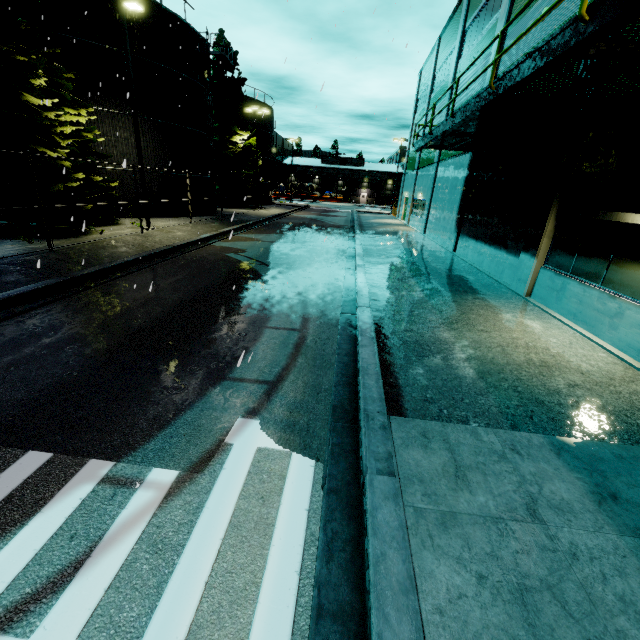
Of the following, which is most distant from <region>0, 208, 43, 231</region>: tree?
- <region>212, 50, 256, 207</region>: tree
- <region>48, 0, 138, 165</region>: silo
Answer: <region>212, 50, 256, 207</region>: tree

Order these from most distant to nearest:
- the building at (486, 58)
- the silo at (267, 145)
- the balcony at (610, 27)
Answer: the silo at (267, 145) < the building at (486, 58) < the balcony at (610, 27)

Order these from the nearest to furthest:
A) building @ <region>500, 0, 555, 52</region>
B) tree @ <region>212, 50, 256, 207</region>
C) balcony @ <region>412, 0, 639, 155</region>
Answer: balcony @ <region>412, 0, 639, 155</region> → building @ <region>500, 0, 555, 52</region> → tree @ <region>212, 50, 256, 207</region>

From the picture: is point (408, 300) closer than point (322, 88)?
No

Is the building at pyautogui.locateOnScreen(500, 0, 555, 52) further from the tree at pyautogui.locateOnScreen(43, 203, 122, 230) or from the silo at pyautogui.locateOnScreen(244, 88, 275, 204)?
the tree at pyautogui.locateOnScreen(43, 203, 122, 230)

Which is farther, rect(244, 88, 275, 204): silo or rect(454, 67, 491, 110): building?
rect(244, 88, 275, 204): silo

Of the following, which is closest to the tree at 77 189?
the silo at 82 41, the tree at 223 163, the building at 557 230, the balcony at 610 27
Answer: the silo at 82 41

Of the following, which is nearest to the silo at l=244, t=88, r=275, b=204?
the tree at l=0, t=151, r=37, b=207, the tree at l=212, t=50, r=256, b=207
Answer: the tree at l=212, t=50, r=256, b=207
